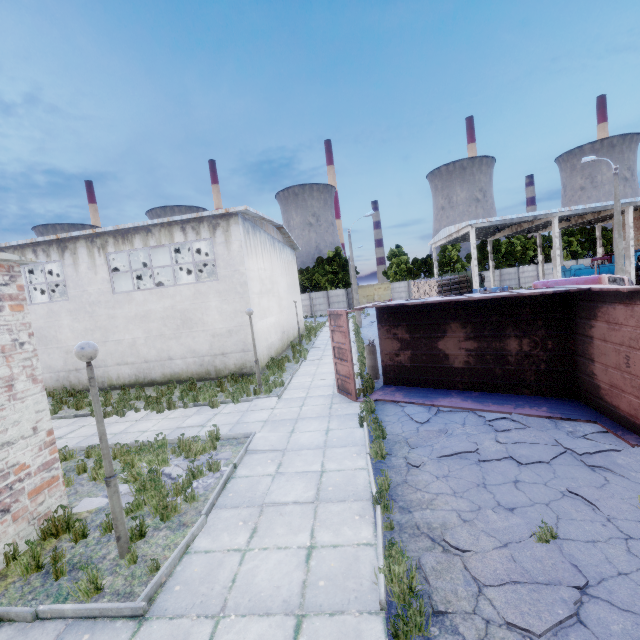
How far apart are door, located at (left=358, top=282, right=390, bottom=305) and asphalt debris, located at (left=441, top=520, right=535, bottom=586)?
51.8m

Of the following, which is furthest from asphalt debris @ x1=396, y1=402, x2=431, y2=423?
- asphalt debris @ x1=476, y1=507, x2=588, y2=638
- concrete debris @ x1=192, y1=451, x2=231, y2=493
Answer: concrete debris @ x1=192, y1=451, x2=231, y2=493

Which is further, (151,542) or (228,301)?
(228,301)

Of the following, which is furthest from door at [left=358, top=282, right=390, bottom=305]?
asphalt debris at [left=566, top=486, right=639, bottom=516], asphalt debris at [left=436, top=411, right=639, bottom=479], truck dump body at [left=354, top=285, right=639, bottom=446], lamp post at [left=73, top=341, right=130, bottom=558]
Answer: lamp post at [left=73, top=341, right=130, bottom=558]

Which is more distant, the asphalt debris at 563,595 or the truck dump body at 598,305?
the truck dump body at 598,305

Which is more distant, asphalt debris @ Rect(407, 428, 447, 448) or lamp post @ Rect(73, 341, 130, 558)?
asphalt debris @ Rect(407, 428, 447, 448)

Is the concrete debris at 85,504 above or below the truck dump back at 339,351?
below

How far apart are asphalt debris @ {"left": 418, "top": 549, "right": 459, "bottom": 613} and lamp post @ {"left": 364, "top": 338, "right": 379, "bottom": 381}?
7.7 meters
